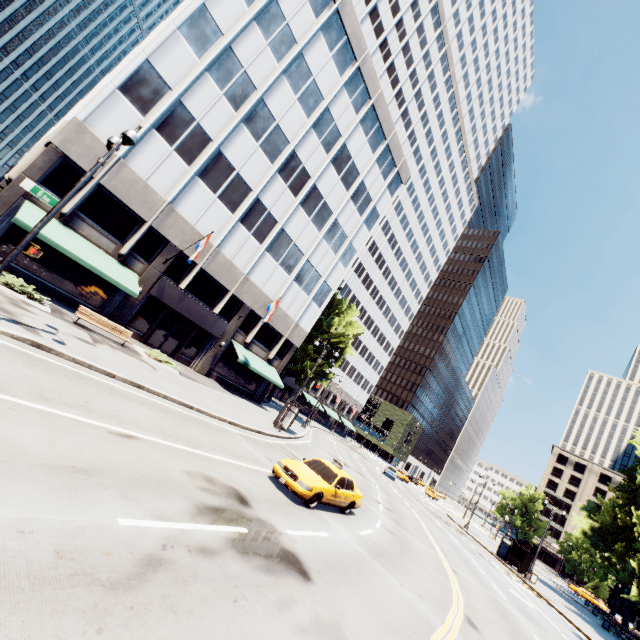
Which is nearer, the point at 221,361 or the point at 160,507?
the point at 160,507

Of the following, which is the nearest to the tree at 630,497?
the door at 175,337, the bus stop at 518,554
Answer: the bus stop at 518,554

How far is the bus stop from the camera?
31.4 meters

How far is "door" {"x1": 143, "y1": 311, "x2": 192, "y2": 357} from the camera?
24.1m

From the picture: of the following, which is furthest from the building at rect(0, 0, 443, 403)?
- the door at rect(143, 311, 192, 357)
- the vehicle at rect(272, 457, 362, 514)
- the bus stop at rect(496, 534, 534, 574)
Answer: the vehicle at rect(272, 457, 362, 514)

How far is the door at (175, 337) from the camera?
24.1 meters

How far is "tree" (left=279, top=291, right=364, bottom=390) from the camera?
38.28m

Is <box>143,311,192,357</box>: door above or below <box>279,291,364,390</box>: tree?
below
